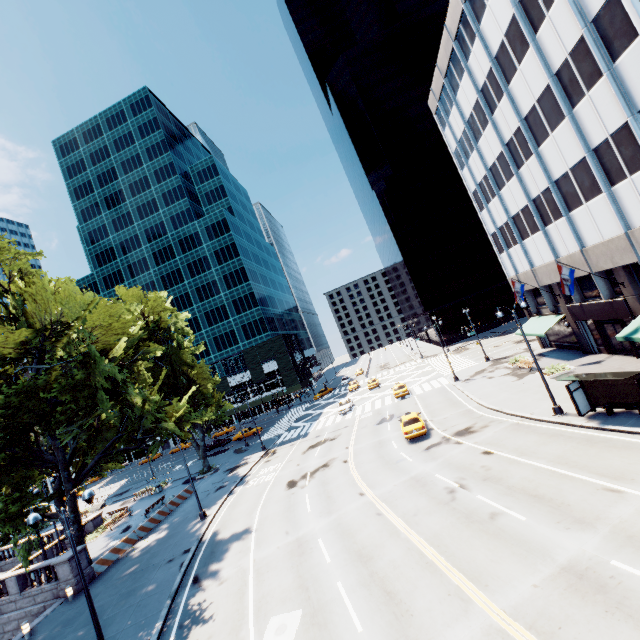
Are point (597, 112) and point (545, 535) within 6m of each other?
no

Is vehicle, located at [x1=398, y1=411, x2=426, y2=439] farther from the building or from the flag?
the building

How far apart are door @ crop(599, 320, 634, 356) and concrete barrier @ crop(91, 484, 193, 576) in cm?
4137

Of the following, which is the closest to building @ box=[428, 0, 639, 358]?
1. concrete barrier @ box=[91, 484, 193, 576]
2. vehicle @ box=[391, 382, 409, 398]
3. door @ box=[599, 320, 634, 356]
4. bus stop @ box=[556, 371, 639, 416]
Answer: door @ box=[599, 320, 634, 356]

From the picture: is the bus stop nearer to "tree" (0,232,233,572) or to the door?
"tree" (0,232,233,572)

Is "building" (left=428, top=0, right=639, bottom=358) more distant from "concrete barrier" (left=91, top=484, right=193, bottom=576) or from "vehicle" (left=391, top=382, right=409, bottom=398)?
"concrete barrier" (left=91, top=484, right=193, bottom=576)

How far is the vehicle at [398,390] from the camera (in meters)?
39.38

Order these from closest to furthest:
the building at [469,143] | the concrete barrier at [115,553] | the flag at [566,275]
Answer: the building at [469,143]
the flag at [566,275]
the concrete barrier at [115,553]
